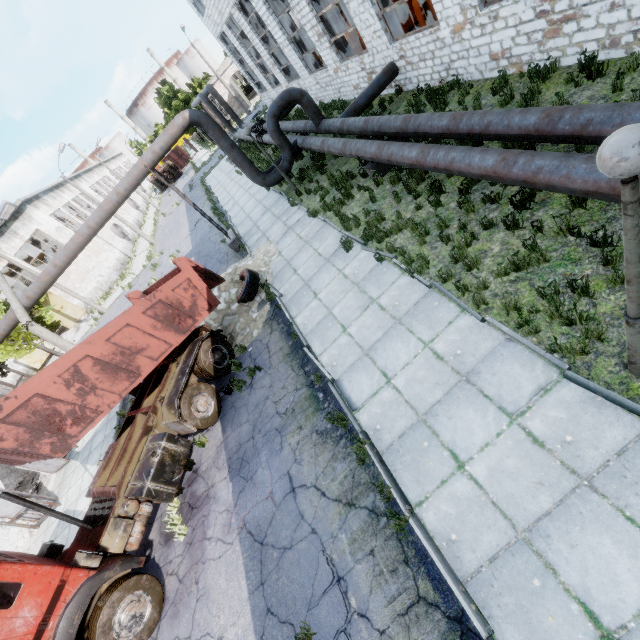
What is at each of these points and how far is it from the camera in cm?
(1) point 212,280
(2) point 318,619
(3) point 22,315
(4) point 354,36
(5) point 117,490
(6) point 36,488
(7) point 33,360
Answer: (1) truck dump back, 1076
(2) asphalt debris, 480
(3) lamp post, 1305
(4) cable machine, 1820
(5) truck, 729
(6) concrete debris, 1515
(7) door, 3366

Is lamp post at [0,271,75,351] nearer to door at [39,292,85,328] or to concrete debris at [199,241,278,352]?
concrete debris at [199,241,278,352]

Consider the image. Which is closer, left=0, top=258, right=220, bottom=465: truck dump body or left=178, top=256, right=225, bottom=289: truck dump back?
left=0, top=258, right=220, bottom=465: truck dump body

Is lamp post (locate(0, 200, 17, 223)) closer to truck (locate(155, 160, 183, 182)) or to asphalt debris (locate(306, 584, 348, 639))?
asphalt debris (locate(306, 584, 348, 639))

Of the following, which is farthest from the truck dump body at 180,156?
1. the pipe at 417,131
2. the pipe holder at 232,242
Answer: the pipe holder at 232,242

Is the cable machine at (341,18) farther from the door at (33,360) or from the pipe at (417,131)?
the door at (33,360)

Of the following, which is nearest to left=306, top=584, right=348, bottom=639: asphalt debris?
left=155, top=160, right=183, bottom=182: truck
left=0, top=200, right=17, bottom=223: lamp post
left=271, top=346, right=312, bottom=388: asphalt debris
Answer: left=271, top=346, right=312, bottom=388: asphalt debris

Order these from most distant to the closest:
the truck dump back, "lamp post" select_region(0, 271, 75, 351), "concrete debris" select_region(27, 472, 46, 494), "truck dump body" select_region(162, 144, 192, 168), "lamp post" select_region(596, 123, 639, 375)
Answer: "truck dump body" select_region(162, 144, 192, 168)
"concrete debris" select_region(27, 472, 46, 494)
"lamp post" select_region(0, 271, 75, 351)
the truck dump back
"lamp post" select_region(596, 123, 639, 375)
